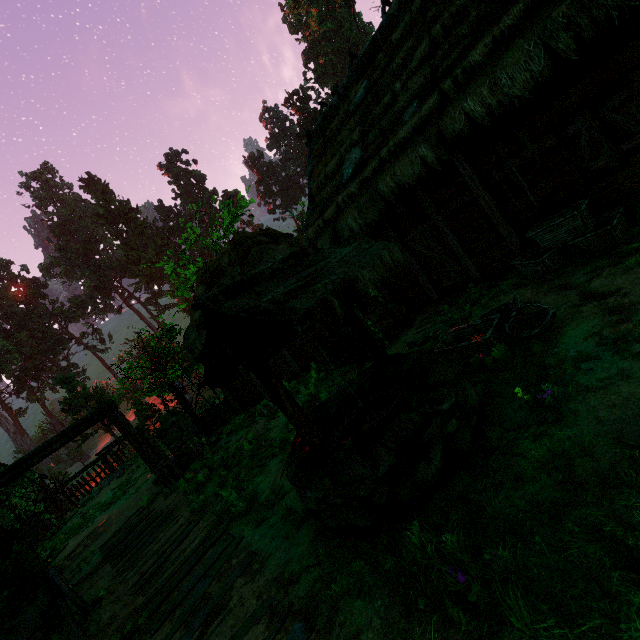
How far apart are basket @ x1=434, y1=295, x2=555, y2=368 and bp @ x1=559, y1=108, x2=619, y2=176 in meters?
3.0 m

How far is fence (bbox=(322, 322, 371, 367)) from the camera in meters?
8.3 m

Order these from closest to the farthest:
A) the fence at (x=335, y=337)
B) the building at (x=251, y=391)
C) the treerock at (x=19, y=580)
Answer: the treerock at (x=19, y=580), the fence at (x=335, y=337), the building at (x=251, y=391)

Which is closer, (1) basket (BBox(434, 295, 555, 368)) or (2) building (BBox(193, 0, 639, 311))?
(1) basket (BBox(434, 295, 555, 368))

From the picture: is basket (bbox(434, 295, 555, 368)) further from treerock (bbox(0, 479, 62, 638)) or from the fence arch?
the fence arch

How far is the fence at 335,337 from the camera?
8.3m

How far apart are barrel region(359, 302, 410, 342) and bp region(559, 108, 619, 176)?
4.8 meters

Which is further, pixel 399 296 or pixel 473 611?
pixel 399 296
